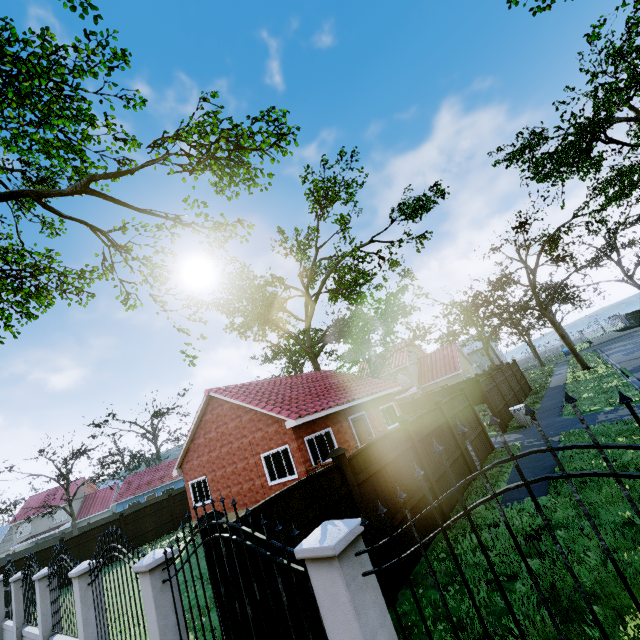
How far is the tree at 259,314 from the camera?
24.73m

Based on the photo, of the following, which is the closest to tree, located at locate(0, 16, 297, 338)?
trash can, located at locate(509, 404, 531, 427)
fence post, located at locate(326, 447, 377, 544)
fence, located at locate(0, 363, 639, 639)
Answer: fence, located at locate(0, 363, 639, 639)

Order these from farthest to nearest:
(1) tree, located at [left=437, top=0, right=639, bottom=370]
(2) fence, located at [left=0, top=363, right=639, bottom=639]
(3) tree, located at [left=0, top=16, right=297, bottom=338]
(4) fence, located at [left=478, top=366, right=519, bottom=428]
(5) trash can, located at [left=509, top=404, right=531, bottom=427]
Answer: (1) tree, located at [left=437, top=0, right=639, bottom=370]
(4) fence, located at [left=478, top=366, right=519, bottom=428]
(5) trash can, located at [left=509, top=404, right=531, bottom=427]
(3) tree, located at [left=0, top=16, right=297, bottom=338]
(2) fence, located at [left=0, top=363, right=639, bottom=639]

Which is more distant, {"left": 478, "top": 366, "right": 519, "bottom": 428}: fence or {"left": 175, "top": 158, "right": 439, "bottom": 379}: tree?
{"left": 175, "top": 158, "right": 439, "bottom": 379}: tree

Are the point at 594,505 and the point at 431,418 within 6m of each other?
yes

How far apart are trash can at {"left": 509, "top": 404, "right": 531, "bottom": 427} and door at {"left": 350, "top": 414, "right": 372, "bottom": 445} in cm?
691

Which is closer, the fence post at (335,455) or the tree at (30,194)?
the fence post at (335,455)

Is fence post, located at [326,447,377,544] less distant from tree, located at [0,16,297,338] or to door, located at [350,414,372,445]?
door, located at [350,414,372,445]
